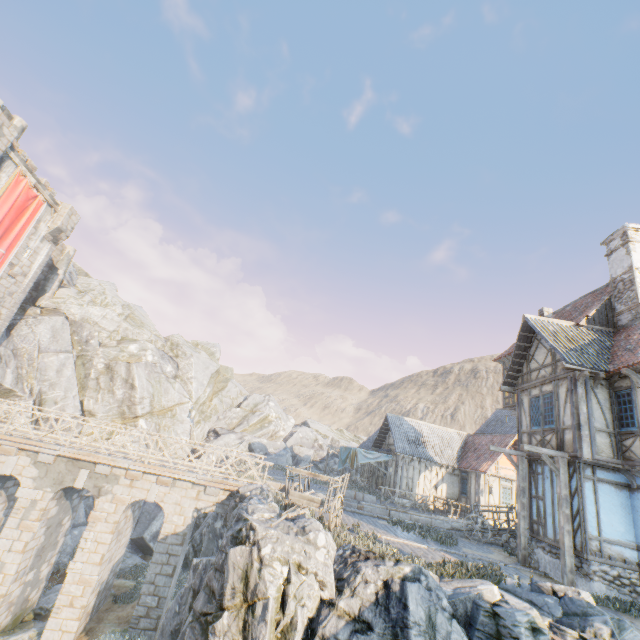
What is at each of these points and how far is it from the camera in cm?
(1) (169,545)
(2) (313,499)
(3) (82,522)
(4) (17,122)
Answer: (1) bridge support, 1422
(2) wagon, 1031
(3) rock, 2273
(4) chimney, 2331

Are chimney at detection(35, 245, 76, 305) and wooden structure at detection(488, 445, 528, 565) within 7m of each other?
no

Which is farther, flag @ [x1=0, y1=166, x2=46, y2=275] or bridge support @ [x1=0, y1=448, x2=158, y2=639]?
flag @ [x1=0, y1=166, x2=46, y2=275]

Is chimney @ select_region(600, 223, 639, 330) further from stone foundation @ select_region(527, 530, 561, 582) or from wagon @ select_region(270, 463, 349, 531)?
wagon @ select_region(270, 463, 349, 531)

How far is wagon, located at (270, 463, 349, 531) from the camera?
10.0m

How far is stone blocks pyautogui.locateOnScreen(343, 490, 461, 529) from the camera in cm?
1538

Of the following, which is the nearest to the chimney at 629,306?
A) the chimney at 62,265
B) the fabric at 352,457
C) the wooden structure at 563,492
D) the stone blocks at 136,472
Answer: the wooden structure at 563,492

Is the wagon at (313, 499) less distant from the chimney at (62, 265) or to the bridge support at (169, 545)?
the bridge support at (169, 545)
